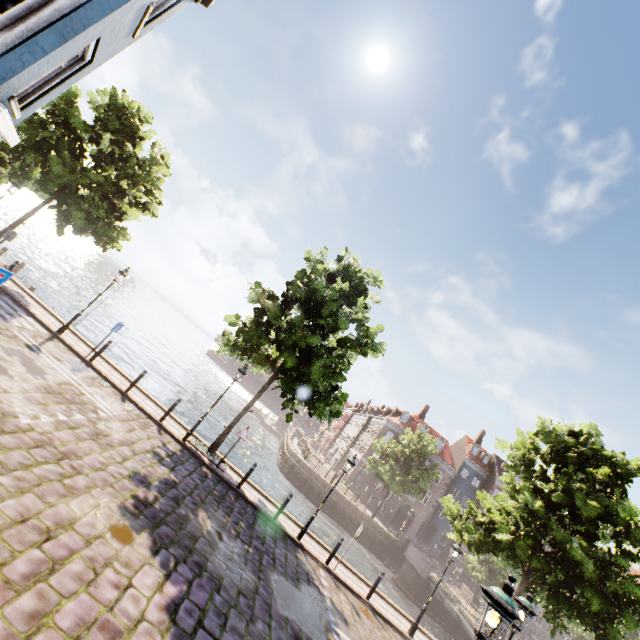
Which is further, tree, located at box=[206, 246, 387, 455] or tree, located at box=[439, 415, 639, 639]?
tree, located at box=[206, 246, 387, 455]

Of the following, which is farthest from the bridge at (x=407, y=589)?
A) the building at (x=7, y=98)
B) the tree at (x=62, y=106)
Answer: the building at (x=7, y=98)

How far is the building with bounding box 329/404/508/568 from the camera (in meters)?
42.56

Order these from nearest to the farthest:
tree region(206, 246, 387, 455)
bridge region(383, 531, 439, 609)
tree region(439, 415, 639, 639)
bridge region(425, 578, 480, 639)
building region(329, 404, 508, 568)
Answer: tree region(439, 415, 639, 639) < tree region(206, 246, 387, 455) < bridge region(425, 578, 480, 639) < bridge region(383, 531, 439, 609) < building region(329, 404, 508, 568)

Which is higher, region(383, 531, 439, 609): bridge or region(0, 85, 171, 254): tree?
region(0, 85, 171, 254): tree

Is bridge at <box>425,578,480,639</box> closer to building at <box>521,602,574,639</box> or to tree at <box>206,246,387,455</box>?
tree at <box>206,246,387,455</box>

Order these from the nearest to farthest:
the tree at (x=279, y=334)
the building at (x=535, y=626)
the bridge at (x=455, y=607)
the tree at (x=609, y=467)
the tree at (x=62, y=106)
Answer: the tree at (x=609, y=467) < the tree at (x=279, y=334) < the tree at (x=62, y=106) < the bridge at (x=455, y=607) < the building at (x=535, y=626)

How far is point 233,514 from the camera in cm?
1059
